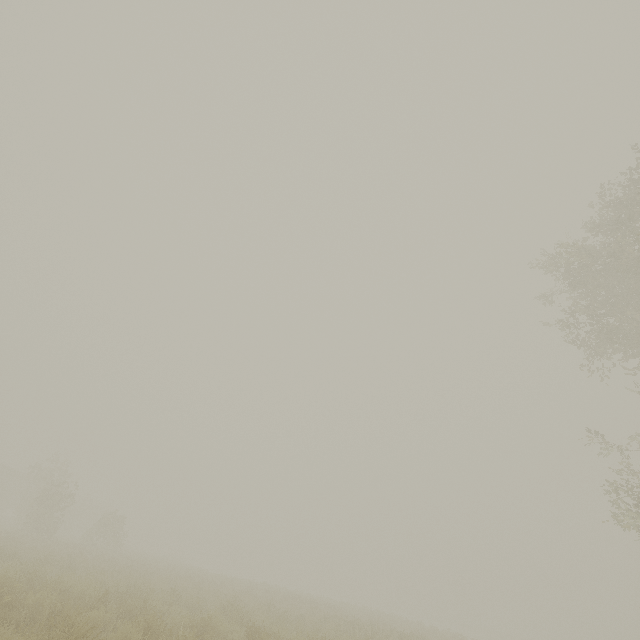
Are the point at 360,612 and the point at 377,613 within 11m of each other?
yes
